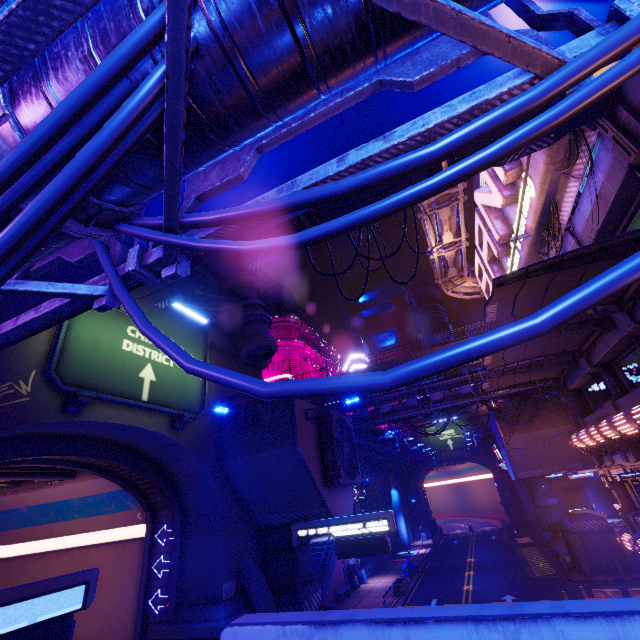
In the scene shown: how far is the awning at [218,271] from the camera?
10.9 meters

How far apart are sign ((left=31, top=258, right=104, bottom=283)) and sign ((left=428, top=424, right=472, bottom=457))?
62.9m

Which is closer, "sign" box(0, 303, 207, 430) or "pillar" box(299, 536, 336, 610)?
"sign" box(0, 303, 207, 430)

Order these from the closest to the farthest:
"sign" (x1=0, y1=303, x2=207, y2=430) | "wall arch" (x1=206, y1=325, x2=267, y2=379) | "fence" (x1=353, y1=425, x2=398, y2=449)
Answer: "sign" (x1=0, y1=303, x2=207, y2=430), "wall arch" (x1=206, y1=325, x2=267, y2=379), "fence" (x1=353, y1=425, x2=398, y2=449)

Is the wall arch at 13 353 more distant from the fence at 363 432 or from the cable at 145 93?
the fence at 363 432

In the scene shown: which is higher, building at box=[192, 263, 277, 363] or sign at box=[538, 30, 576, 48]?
building at box=[192, 263, 277, 363]

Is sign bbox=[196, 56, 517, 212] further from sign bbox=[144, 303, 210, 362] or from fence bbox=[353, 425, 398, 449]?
fence bbox=[353, 425, 398, 449]

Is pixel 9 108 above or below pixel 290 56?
above
